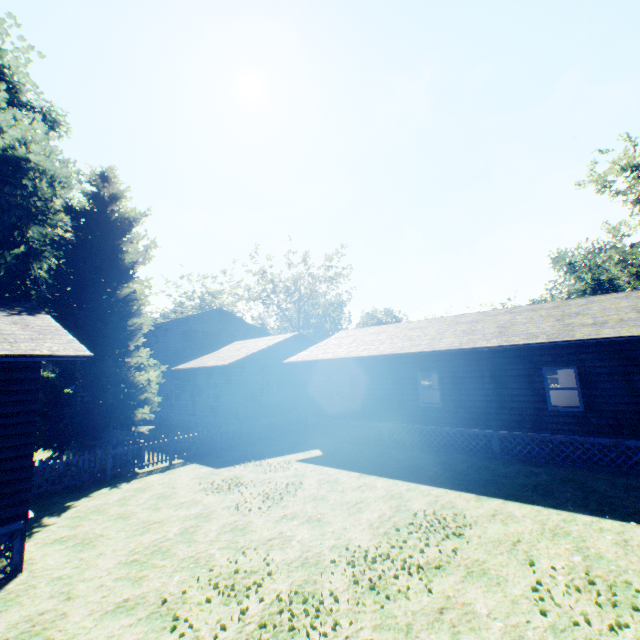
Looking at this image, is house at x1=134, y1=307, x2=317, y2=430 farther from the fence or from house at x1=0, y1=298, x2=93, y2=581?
house at x1=0, y1=298, x2=93, y2=581

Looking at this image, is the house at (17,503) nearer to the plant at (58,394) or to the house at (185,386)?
the plant at (58,394)

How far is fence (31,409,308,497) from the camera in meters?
11.5 m

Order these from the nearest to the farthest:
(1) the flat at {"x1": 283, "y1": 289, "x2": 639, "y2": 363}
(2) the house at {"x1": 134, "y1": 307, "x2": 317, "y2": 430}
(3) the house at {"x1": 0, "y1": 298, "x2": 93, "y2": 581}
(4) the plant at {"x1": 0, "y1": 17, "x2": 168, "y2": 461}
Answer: (3) the house at {"x1": 0, "y1": 298, "x2": 93, "y2": 581} → (1) the flat at {"x1": 283, "y1": 289, "x2": 639, "y2": 363} → (4) the plant at {"x1": 0, "y1": 17, "x2": 168, "y2": 461} → (2) the house at {"x1": 134, "y1": 307, "x2": 317, "y2": 430}

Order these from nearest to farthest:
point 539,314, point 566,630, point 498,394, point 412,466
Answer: point 566,630, point 412,466, point 498,394, point 539,314

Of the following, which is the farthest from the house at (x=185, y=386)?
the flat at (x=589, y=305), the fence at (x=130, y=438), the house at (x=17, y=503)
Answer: the house at (x=17, y=503)

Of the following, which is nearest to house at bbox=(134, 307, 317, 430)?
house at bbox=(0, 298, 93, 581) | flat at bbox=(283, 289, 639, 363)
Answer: flat at bbox=(283, 289, 639, 363)

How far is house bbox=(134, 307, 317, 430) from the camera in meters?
20.3 m
